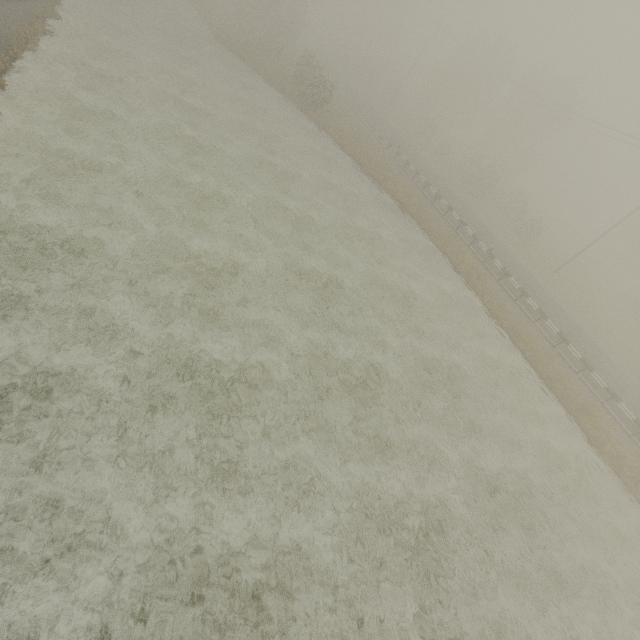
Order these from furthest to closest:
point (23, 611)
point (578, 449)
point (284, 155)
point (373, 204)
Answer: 1. point (373, 204)
2. point (284, 155)
3. point (578, 449)
4. point (23, 611)
